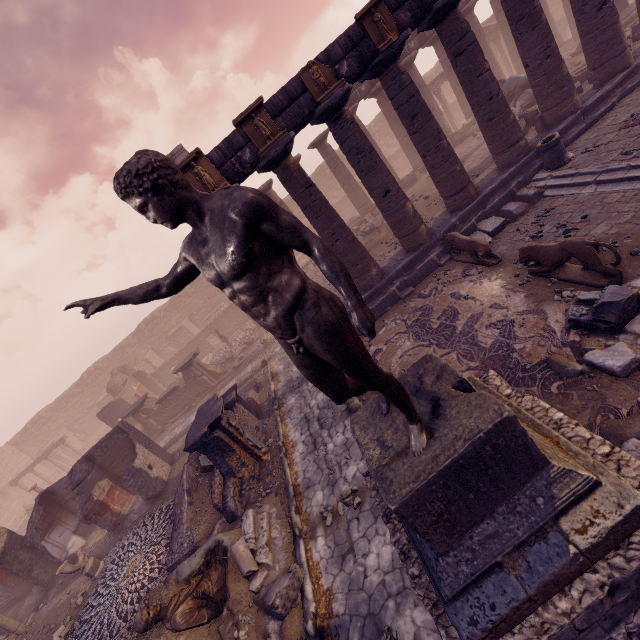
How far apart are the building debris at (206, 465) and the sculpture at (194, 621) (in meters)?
3.05

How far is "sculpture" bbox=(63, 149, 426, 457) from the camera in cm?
172

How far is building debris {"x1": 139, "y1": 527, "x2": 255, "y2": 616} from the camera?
6.1 meters

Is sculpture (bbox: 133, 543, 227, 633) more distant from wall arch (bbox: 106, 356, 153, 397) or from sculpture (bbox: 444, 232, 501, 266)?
wall arch (bbox: 106, 356, 153, 397)

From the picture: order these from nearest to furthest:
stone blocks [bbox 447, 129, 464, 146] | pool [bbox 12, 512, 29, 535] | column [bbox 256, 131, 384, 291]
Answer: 1. column [bbox 256, 131, 384, 291]
2. stone blocks [bbox 447, 129, 464, 146]
3. pool [bbox 12, 512, 29, 535]

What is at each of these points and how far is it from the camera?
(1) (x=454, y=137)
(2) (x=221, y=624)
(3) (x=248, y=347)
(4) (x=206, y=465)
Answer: (1) stone blocks, 18.8 meters
(2) debris pile, 6.0 meters
(3) debris pile, 19.6 meters
(4) building debris, 10.0 meters

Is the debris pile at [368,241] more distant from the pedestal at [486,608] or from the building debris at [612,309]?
the pedestal at [486,608]

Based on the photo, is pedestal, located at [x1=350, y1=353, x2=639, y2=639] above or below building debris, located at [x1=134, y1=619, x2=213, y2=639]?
above
